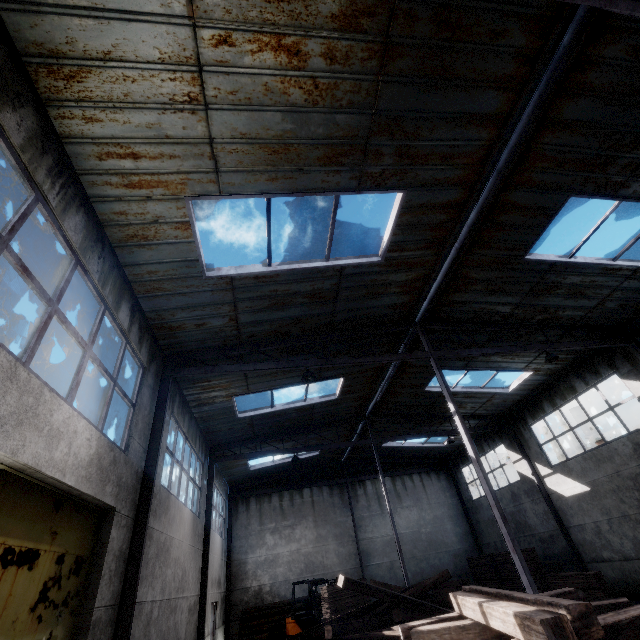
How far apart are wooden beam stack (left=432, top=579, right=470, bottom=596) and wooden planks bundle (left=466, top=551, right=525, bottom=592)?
0.99m

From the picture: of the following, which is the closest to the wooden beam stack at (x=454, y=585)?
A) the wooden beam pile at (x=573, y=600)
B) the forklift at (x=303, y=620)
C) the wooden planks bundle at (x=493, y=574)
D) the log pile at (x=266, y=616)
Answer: the wooden planks bundle at (x=493, y=574)

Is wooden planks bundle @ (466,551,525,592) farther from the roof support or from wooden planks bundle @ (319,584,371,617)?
the roof support

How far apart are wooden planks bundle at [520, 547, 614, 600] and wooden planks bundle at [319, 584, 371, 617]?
7.6 meters

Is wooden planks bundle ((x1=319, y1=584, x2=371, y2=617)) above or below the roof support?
below

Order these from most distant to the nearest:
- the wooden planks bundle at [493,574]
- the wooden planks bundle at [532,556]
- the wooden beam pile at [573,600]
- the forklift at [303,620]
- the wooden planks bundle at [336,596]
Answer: the wooden planks bundle at [493,574], the forklift at [303,620], the wooden planks bundle at [336,596], the wooden planks bundle at [532,556], the wooden beam pile at [573,600]

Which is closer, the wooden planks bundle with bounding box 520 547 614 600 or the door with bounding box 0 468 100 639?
the door with bounding box 0 468 100 639

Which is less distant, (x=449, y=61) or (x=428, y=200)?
(x=449, y=61)
